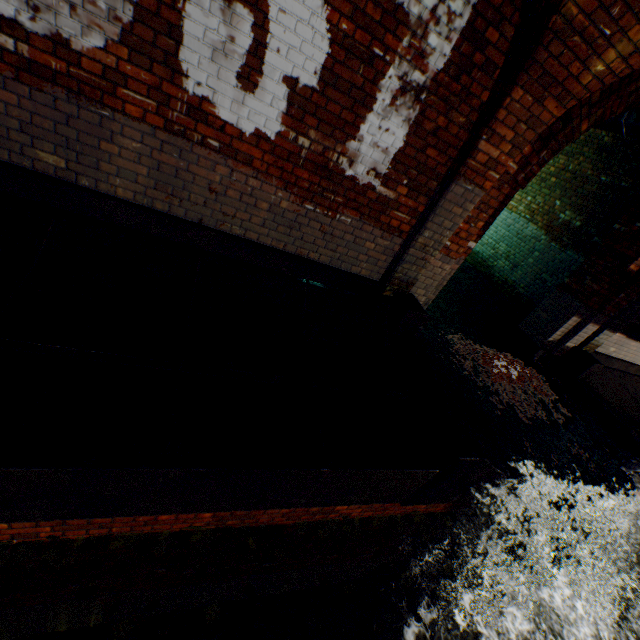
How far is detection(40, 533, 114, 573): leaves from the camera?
2.4 meters

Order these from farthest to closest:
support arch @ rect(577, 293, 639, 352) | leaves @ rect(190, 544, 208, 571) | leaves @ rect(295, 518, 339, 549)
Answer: support arch @ rect(577, 293, 639, 352) < leaves @ rect(295, 518, 339, 549) < leaves @ rect(190, 544, 208, 571)

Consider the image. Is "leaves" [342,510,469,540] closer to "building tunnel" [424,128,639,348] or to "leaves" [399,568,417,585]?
"leaves" [399,568,417,585]

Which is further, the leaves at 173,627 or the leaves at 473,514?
the leaves at 473,514

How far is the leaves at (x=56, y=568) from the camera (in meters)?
2.40

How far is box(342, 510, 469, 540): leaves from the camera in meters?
3.6

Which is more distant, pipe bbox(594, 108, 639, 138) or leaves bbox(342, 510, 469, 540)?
pipe bbox(594, 108, 639, 138)

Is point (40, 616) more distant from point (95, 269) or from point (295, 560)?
point (95, 269)
